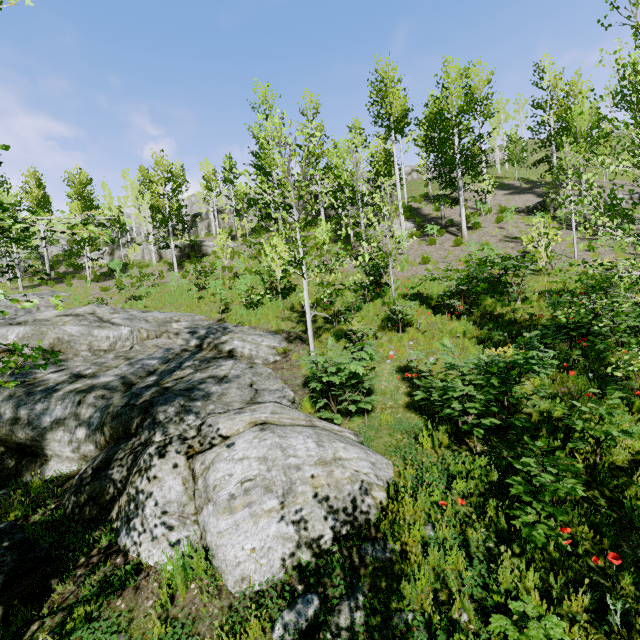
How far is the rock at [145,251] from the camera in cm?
3280

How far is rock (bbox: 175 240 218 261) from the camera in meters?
30.4 m

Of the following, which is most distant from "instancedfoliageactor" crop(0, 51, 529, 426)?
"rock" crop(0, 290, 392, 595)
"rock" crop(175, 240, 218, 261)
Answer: "rock" crop(175, 240, 218, 261)

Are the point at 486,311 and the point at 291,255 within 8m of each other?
yes

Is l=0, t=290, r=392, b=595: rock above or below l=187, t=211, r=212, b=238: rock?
below

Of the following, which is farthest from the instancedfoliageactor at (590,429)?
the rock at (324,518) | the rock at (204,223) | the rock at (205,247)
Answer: the rock at (204,223)

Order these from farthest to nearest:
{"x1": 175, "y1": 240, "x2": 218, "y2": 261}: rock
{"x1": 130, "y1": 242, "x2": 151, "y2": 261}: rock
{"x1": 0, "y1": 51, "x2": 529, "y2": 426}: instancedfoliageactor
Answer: {"x1": 130, "y1": 242, "x2": 151, "y2": 261}: rock → {"x1": 175, "y1": 240, "x2": 218, "y2": 261}: rock → {"x1": 0, "y1": 51, "x2": 529, "y2": 426}: instancedfoliageactor
